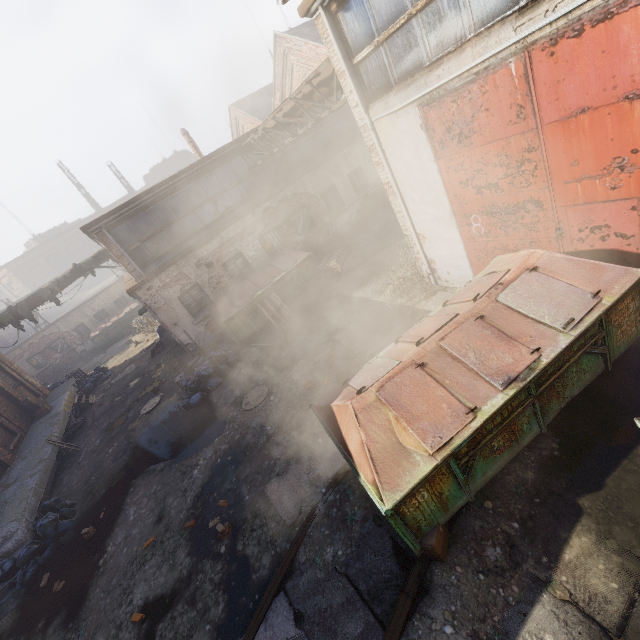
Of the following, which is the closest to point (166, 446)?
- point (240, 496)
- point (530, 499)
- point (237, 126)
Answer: point (240, 496)

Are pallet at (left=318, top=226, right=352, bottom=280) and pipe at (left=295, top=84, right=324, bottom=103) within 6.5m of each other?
yes

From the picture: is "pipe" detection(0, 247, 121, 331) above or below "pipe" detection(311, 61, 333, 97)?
below

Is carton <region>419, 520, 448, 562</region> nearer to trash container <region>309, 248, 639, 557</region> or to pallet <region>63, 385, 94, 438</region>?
trash container <region>309, 248, 639, 557</region>

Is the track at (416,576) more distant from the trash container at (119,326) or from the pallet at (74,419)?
the trash container at (119,326)

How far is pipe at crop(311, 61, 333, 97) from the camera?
8.1 meters

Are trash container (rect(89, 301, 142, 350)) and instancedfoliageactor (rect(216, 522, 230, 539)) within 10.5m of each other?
no

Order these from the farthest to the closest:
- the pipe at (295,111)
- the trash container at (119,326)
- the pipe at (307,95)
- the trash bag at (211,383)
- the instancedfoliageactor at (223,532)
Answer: the trash container at (119,326), the trash bag at (211,383), the pipe at (295,111), the pipe at (307,95), the instancedfoliageactor at (223,532)
